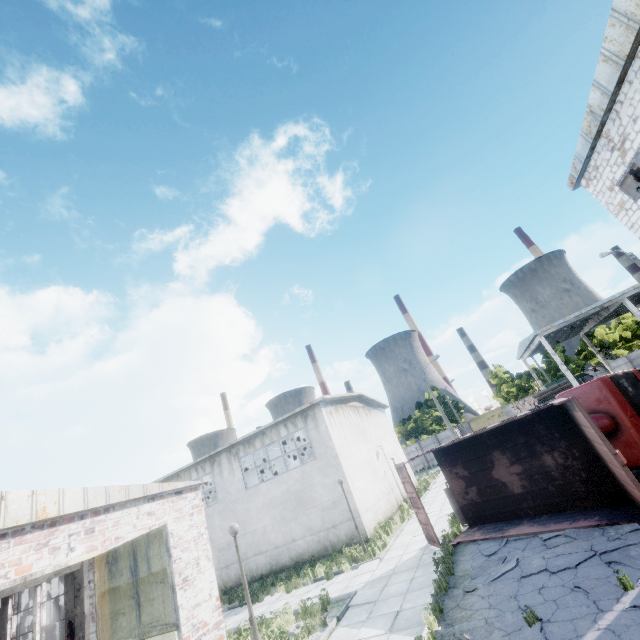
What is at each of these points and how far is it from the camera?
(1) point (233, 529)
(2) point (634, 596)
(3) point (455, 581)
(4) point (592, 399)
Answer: (1) lamp post, 8.84m
(2) asphalt debris, 5.51m
(3) asphalt debris, 8.73m
(4) truck, 10.94m

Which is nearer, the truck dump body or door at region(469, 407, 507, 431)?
the truck dump body

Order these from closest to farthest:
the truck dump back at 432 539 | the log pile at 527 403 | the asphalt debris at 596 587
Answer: the asphalt debris at 596 587 → the truck dump back at 432 539 → the log pile at 527 403

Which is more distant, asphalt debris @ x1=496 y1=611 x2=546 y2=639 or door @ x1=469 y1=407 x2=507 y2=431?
door @ x1=469 y1=407 x2=507 y2=431

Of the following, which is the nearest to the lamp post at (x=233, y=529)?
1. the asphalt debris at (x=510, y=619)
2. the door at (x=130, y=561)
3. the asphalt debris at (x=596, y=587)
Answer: the door at (x=130, y=561)

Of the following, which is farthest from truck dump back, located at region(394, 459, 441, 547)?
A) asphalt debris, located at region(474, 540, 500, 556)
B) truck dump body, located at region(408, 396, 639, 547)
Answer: asphalt debris, located at region(474, 540, 500, 556)

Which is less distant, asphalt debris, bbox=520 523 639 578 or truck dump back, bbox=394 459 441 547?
asphalt debris, bbox=520 523 639 578

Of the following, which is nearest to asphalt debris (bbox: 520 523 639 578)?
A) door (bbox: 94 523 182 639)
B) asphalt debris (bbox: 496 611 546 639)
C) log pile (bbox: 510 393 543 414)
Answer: asphalt debris (bbox: 496 611 546 639)
